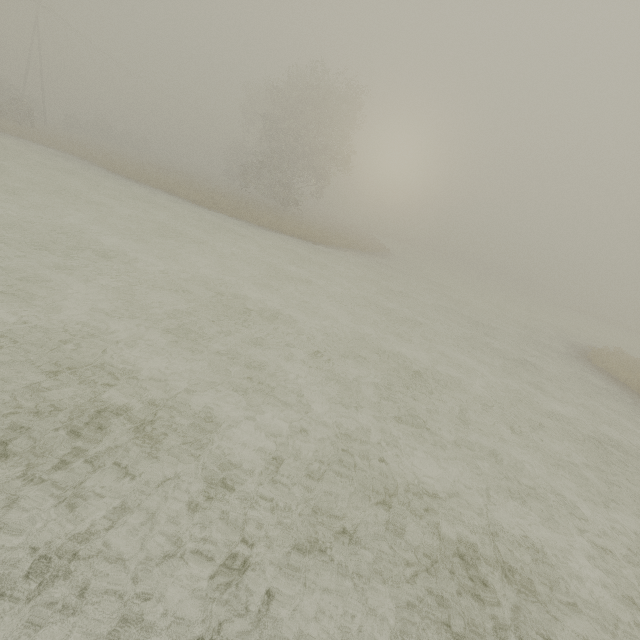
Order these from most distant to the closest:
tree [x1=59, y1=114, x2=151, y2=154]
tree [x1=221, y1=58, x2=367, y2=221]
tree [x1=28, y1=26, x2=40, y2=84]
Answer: tree [x1=28, y1=26, x2=40, y2=84] < tree [x1=59, y1=114, x2=151, y2=154] < tree [x1=221, y1=58, x2=367, y2=221]

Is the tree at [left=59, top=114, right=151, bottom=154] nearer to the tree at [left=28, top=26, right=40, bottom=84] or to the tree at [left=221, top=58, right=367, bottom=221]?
the tree at [left=28, top=26, right=40, bottom=84]

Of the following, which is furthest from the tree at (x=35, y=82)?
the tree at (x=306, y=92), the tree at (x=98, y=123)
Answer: the tree at (x=306, y=92)

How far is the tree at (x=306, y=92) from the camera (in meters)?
29.78

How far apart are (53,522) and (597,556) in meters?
7.7 m

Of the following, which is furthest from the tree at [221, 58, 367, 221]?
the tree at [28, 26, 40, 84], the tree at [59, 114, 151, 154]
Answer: the tree at [28, 26, 40, 84]
